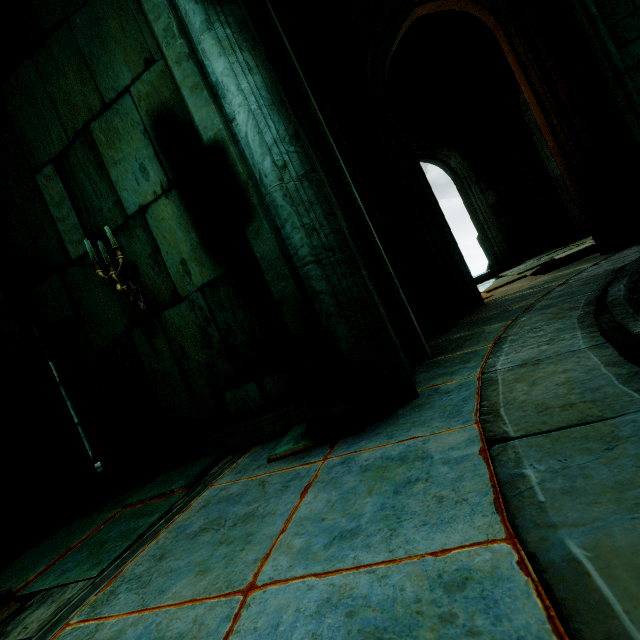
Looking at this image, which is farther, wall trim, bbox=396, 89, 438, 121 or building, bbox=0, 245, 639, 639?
wall trim, bbox=396, 89, 438, 121

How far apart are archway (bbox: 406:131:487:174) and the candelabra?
8.6 meters

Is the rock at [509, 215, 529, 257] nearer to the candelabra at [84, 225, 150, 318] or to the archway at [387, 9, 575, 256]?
the archway at [387, 9, 575, 256]

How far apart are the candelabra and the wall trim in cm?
944

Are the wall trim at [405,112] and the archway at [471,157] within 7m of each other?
yes

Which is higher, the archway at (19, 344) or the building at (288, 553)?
the archway at (19, 344)

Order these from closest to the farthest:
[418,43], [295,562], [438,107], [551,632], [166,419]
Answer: [551,632], [295,562], [166,419], [418,43], [438,107]

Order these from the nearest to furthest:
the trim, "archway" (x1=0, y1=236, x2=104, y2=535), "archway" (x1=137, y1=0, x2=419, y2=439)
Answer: "archway" (x1=137, y1=0, x2=419, y2=439), the trim, "archway" (x1=0, y1=236, x2=104, y2=535)
